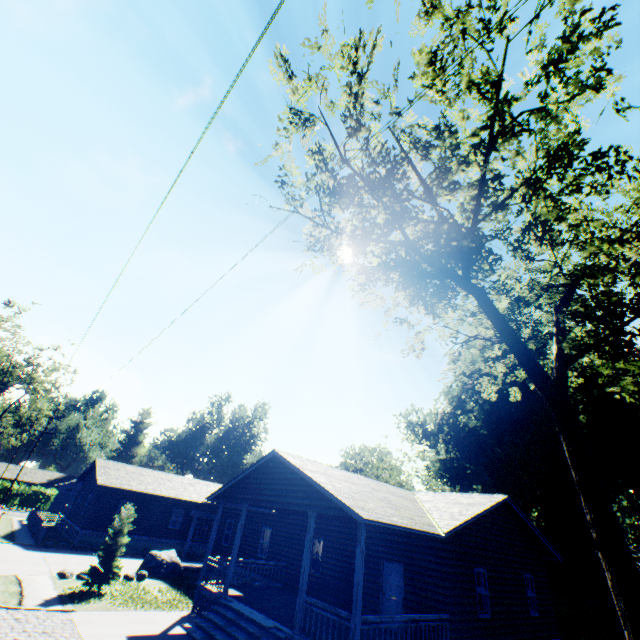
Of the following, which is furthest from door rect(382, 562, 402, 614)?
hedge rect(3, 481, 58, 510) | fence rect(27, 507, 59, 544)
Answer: hedge rect(3, 481, 58, 510)

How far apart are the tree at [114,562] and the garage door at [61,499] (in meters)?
56.97

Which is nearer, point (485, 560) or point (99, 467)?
point (485, 560)

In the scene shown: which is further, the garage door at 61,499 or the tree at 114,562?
the garage door at 61,499

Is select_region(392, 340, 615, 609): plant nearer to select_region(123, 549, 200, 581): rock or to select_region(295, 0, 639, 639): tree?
select_region(295, 0, 639, 639): tree

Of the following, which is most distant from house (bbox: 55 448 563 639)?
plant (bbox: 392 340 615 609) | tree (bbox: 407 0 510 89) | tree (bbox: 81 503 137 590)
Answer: tree (bbox: 407 0 510 89)

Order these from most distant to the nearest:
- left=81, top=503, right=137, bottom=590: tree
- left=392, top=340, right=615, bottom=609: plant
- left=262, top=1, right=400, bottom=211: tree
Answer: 1. left=392, top=340, right=615, bottom=609: plant
2. left=81, top=503, right=137, bottom=590: tree
3. left=262, top=1, right=400, bottom=211: tree

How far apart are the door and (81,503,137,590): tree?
12.8 meters
